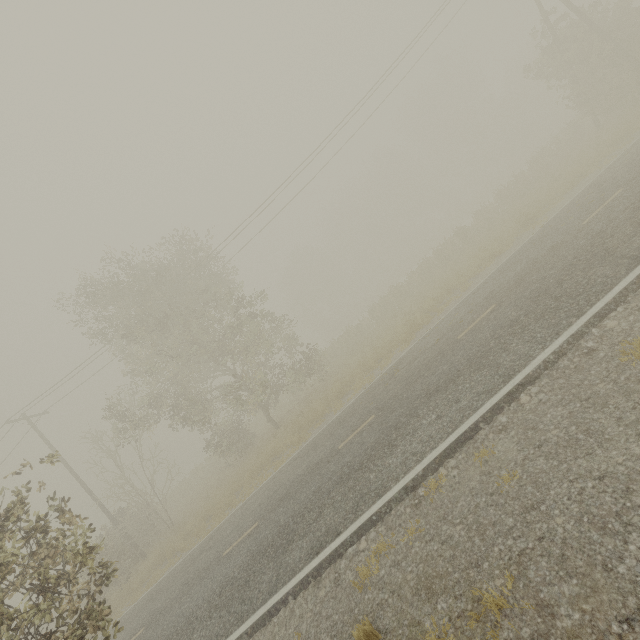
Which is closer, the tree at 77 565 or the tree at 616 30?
the tree at 77 565

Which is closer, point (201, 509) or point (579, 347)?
point (579, 347)

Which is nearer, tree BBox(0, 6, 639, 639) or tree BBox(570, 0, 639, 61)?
tree BBox(0, 6, 639, 639)
